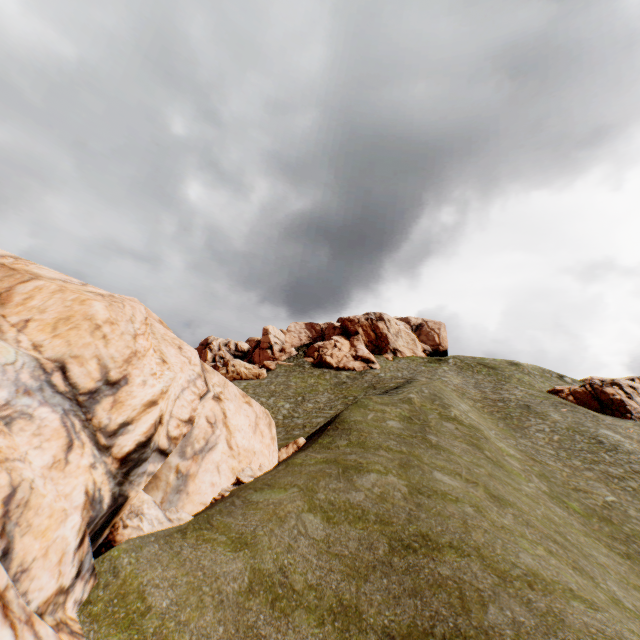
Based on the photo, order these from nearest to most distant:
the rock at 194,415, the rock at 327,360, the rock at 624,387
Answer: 1. the rock at 194,415
2. the rock at 624,387
3. the rock at 327,360

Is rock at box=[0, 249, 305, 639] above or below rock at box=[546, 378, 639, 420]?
below

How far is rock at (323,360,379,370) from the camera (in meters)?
58.74

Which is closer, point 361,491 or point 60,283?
point 60,283

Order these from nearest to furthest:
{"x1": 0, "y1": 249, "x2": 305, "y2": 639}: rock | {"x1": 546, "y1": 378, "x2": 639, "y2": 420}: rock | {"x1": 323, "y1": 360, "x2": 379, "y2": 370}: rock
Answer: {"x1": 0, "y1": 249, "x2": 305, "y2": 639}: rock
{"x1": 546, "y1": 378, "x2": 639, "y2": 420}: rock
{"x1": 323, "y1": 360, "x2": 379, "y2": 370}: rock

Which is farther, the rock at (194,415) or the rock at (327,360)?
the rock at (327,360)

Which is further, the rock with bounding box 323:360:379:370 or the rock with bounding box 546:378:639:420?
the rock with bounding box 323:360:379:370
